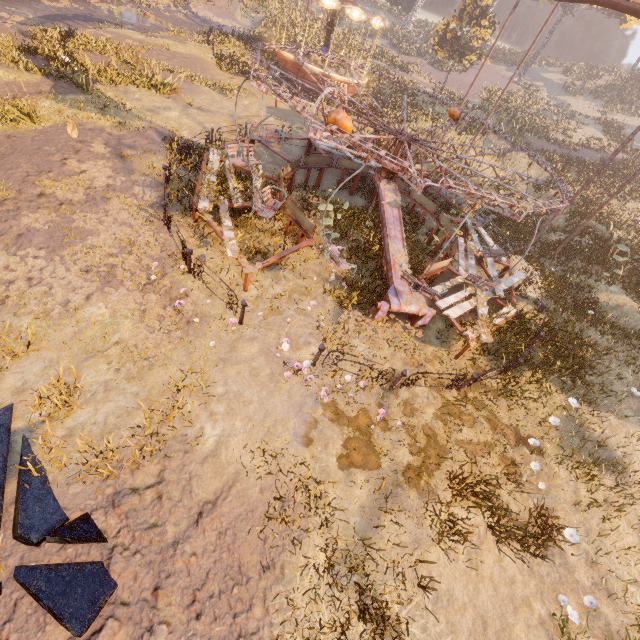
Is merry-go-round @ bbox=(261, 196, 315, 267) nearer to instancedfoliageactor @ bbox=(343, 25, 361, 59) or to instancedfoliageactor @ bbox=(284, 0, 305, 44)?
instancedfoliageactor @ bbox=(284, 0, 305, 44)

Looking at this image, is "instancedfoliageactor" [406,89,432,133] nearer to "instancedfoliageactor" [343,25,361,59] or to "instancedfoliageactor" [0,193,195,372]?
"instancedfoliageactor" [343,25,361,59]

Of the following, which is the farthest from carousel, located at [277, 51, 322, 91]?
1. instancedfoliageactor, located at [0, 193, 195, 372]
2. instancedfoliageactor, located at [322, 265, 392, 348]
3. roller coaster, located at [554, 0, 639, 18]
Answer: instancedfoliageactor, located at [322, 265, 392, 348]

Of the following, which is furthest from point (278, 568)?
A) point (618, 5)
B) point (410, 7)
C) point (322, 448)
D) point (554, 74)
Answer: point (410, 7)

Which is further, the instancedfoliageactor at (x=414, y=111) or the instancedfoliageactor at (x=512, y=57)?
the instancedfoliageactor at (x=512, y=57)

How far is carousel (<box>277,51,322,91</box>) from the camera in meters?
23.2 m

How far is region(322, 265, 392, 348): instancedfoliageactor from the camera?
8.34m

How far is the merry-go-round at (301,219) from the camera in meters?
8.6 m
